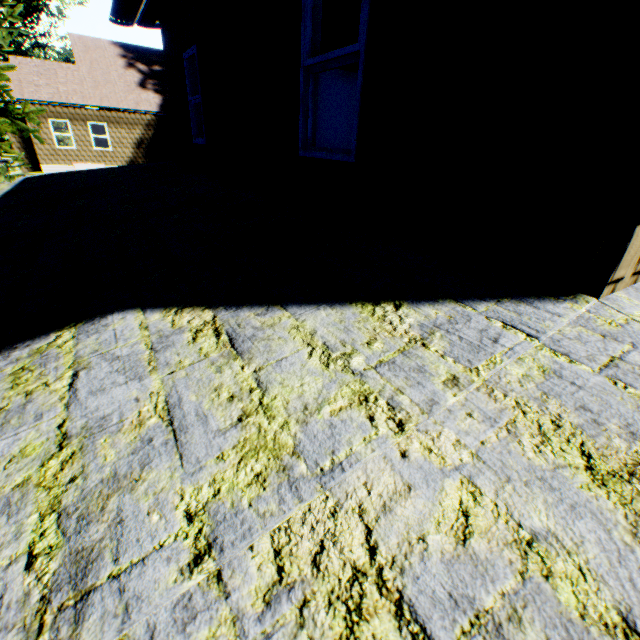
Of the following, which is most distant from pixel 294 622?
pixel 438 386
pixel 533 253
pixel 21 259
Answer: pixel 21 259
